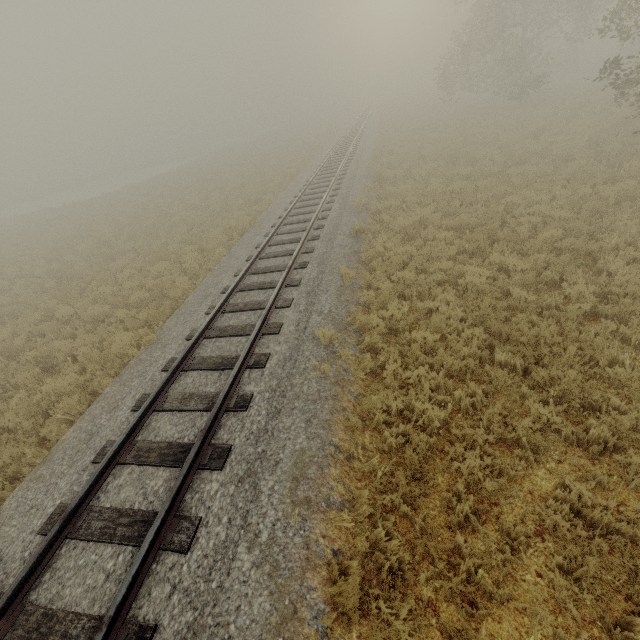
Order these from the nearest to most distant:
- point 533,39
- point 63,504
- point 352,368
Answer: point 63,504 < point 352,368 < point 533,39
